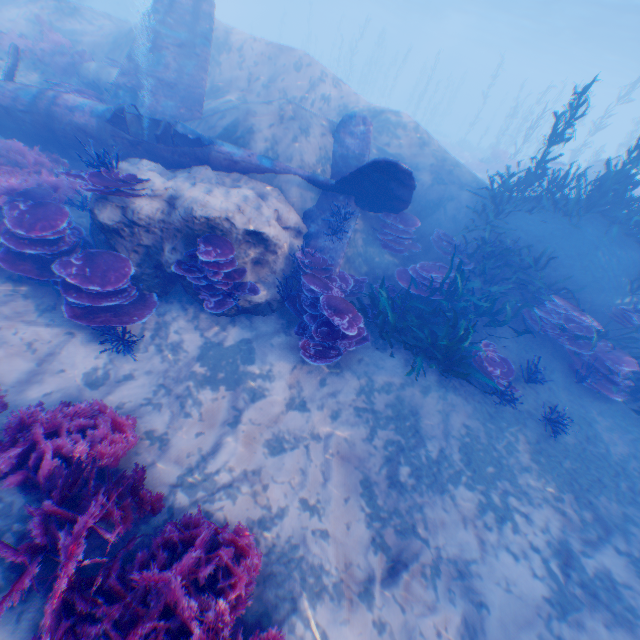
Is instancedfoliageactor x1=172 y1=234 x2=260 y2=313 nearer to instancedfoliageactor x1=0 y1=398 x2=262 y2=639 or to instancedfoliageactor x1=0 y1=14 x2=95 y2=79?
instancedfoliageactor x1=0 y1=398 x2=262 y2=639

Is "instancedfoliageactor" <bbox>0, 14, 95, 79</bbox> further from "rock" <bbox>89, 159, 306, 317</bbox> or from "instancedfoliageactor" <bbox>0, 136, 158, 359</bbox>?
"instancedfoliageactor" <bbox>0, 136, 158, 359</bbox>

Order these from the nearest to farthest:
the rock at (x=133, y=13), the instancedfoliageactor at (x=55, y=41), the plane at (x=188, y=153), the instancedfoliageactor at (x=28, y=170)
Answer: the instancedfoliageactor at (x=28, y=170), the plane at (x=188, y=153), the instancedfoliageactor at (x=55, y=41), the rock at (x=133, y=13)

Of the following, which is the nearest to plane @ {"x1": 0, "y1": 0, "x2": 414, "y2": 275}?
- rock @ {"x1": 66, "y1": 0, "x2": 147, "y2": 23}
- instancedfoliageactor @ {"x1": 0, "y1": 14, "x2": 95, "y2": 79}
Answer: rock @ {"x1": 66, "y1": 0, "x2": 147, "y2": 23}

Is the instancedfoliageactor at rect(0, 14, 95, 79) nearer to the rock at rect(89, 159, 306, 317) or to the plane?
the rock at rect(89, 159, 306, 317)

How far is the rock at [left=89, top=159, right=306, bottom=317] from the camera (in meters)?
5.93

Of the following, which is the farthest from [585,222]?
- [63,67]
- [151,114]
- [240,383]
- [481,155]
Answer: [481,155]

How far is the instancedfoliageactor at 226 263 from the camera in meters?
5.9
